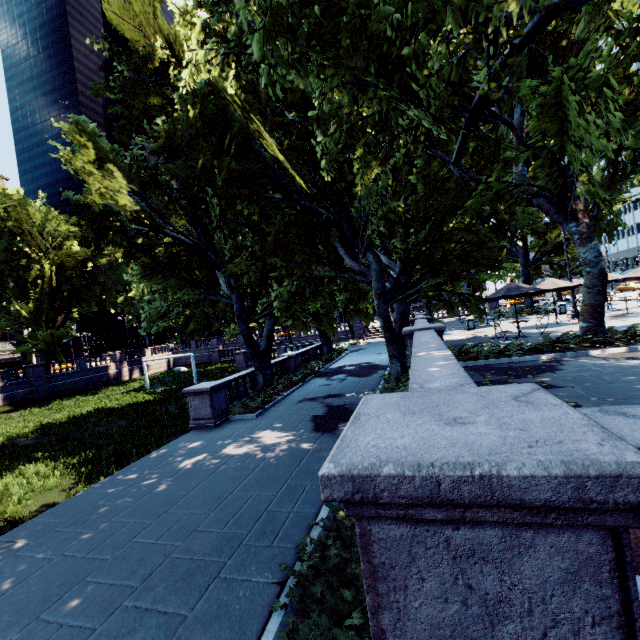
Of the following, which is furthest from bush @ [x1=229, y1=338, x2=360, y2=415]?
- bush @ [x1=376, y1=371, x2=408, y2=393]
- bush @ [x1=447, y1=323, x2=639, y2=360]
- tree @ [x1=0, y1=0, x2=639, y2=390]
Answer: bush @ [x1=447, y1=323, x2=639, y2=360]

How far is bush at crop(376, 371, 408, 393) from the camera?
13.38m

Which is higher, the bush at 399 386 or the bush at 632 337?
the bush at 632 337

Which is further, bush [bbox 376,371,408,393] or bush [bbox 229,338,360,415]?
bush [bbox 229,338,360,415]

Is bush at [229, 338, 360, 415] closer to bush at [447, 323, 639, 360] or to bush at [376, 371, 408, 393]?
bush at [376, 371, 408, 393]

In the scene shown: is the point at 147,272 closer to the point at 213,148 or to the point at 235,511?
the point at 213,148

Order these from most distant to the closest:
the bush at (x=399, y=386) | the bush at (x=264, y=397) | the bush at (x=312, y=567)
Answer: the bush at (x=264, y=397)
the bush at (x=399, y=386)
the bush at (x=312, y=567)

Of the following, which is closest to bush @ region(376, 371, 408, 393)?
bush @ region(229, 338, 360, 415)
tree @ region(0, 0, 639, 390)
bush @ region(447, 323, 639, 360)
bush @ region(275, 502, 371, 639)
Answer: tree @ region(0, 0, 639, 390)
